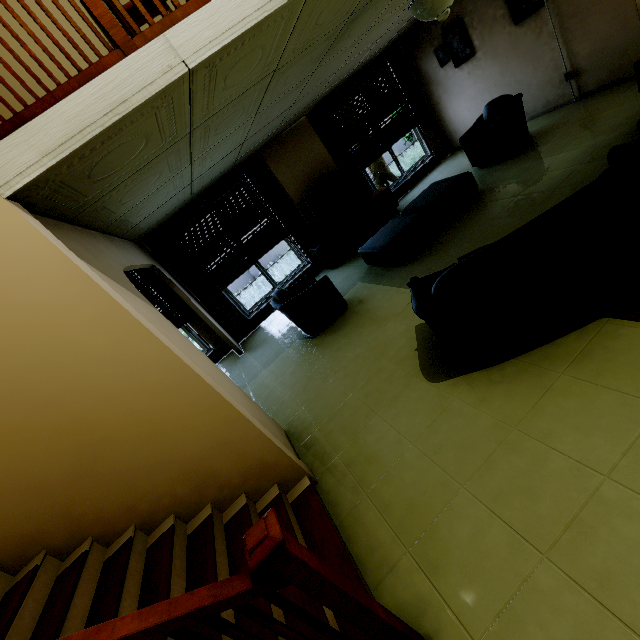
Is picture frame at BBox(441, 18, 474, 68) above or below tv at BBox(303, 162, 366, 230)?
above

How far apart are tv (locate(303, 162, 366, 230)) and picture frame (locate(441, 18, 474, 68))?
3.0 meters

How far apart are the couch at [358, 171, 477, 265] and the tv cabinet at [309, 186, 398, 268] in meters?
1.3

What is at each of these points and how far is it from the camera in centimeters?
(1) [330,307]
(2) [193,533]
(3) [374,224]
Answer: (1) couch, 483cm
(2) stairs, 224cm
(3) tv cabinet, 721cm

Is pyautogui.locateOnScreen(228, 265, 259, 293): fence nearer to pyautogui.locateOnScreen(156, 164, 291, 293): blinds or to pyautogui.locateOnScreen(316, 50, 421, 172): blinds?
pyautogui.locateOnScreen(156, 164, 291, 293): blinds

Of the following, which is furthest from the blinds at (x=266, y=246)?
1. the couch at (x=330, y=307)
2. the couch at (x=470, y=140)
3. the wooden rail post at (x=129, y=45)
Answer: the wooden rail post at (x=129, y=45)

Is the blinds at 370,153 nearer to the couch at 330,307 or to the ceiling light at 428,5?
the couch at 330,307

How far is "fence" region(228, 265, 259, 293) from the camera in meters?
13.1 m
